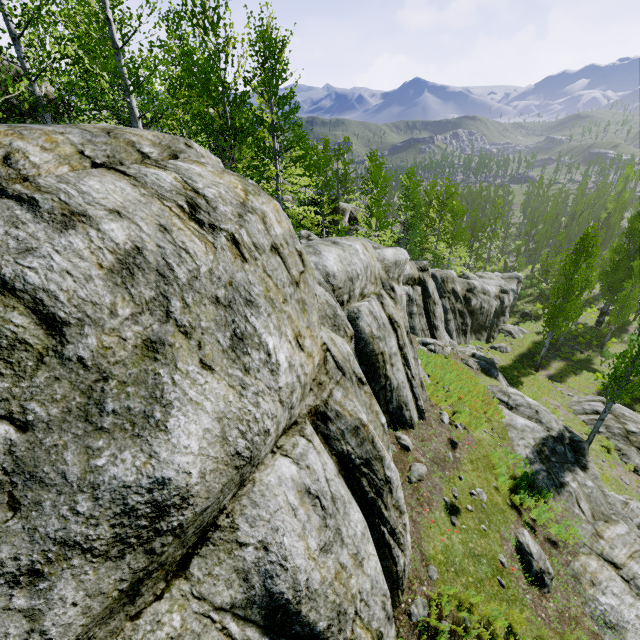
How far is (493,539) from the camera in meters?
7.6

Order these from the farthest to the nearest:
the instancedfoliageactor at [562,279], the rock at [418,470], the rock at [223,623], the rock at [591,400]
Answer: the instancedfoliageactor at [562,279] → the rock at [591,400] → the rock at [418,470] → the rock at [223,623]

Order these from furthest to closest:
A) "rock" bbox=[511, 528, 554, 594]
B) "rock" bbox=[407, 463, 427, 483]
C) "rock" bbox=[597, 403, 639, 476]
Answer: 1. "rock" bbox=[597, 403, 639, 476]
2. "rock" bbox=[407, 463, 427, 483]
3. "rock" bbox=[511, 528, 554, 594]

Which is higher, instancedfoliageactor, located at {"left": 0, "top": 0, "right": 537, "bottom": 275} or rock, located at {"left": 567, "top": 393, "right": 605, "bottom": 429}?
instancedfoliageactor, located at {"left": 0, "top": 0, "right": 537, "bottom": 275}

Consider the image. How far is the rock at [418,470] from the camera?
7.74m

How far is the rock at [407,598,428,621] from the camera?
5.70m

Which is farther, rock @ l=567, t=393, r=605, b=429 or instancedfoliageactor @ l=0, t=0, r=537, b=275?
rock @ l=567, t=393, r=605, b=429
